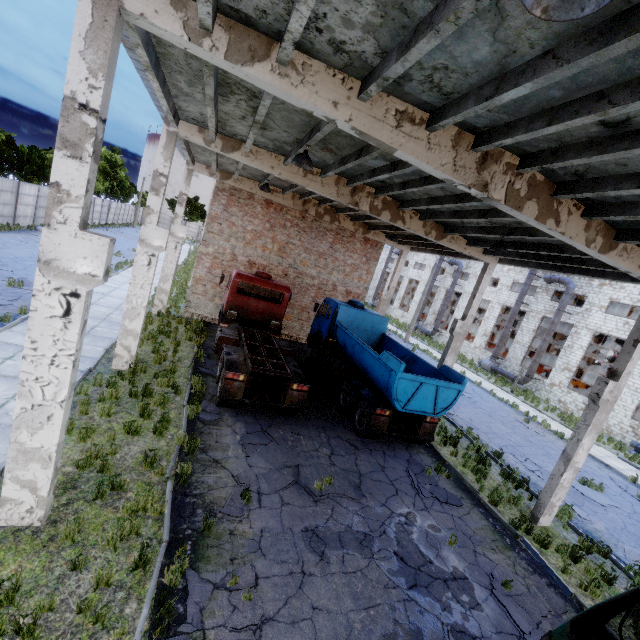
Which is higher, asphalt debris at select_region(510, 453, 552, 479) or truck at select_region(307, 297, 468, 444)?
truck at select_region(307, 297, 468, 444)

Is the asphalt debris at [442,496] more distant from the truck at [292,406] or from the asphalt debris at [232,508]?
the asphalt debris at [232,508]

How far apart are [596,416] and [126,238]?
48.2m

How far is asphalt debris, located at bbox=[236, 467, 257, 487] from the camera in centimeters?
756cm

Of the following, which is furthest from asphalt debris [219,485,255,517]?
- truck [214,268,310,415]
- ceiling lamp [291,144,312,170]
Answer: ceiling lamp [291,144,312,170]

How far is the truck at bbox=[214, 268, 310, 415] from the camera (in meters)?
9.95

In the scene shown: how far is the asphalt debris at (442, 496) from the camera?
9.3 meters

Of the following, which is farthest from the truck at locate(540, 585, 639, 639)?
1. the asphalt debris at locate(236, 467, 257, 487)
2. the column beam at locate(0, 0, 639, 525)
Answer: the column beam at locate(0, 0, 639, 525)
